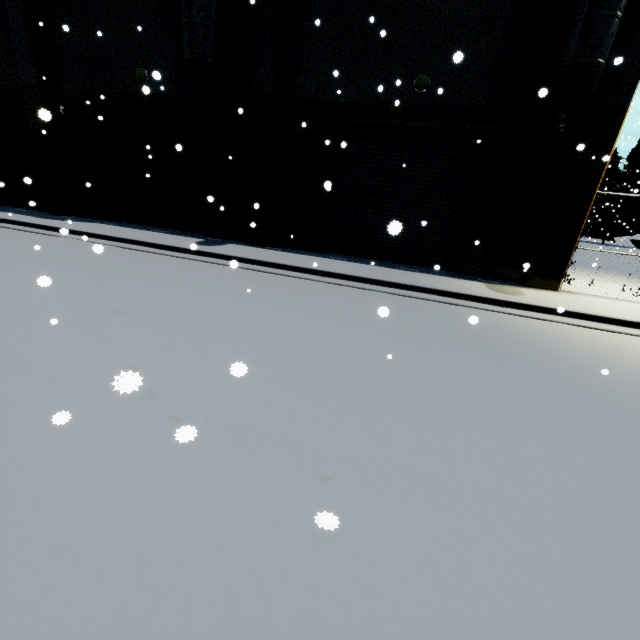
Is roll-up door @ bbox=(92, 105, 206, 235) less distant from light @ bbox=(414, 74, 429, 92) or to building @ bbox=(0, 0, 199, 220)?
building @ bbox=(0, 0, 199, 220)

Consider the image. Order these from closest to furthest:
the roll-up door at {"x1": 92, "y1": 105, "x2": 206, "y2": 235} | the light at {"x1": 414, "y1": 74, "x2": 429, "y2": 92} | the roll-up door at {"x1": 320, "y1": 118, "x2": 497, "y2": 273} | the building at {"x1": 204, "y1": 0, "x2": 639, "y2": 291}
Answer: the building at {"x1": 204, "y1": 0, "x2": 639, "y2": 291}
the light at {"x1": 414, "y1": 74, "x2": 429, "y2": 92}
the roll-up door at {"x1": 320, "y1": 118, "x2": 497, "y2": 273}
the roll-up door at {"x1": 92, "y1": 105, "x2": 206, "y2": 235}

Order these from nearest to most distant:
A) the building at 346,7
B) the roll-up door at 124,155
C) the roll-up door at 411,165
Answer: the building at 346,7 → the roll-up door at 411,165 → the roll-up door at 124,155

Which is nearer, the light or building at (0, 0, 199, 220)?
the light

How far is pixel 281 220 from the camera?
12.32m

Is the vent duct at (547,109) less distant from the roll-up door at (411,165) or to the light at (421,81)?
the roll-up door at (411,165)

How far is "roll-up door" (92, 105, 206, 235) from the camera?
12.6m
